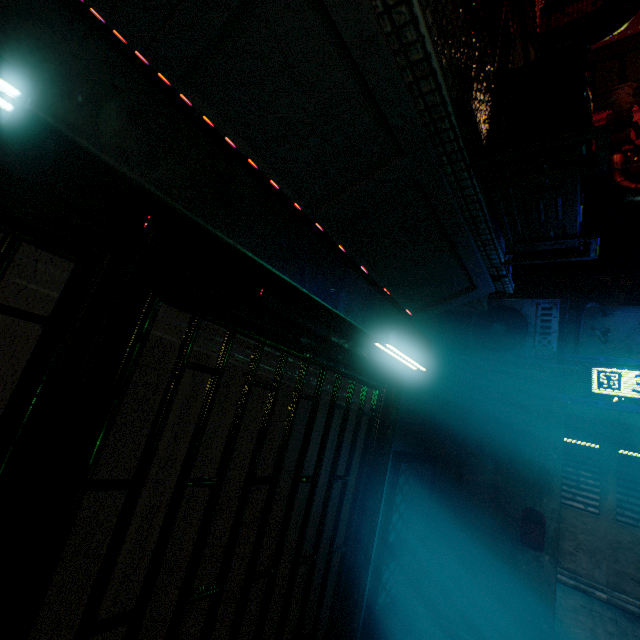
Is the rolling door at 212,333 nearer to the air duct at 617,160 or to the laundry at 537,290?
the laundry at 537,290

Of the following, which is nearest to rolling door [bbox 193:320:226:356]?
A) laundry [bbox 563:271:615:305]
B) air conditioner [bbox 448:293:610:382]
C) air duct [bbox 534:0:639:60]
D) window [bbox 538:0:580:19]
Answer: air conditioner [bbox 448:293:610:382]

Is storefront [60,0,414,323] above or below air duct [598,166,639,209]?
below

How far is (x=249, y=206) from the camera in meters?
1.2

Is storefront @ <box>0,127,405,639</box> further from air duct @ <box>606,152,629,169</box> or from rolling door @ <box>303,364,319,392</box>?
air duct @ <box>606,152,629,169</box>

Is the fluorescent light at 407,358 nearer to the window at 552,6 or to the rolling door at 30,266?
the rolling door at 30,266

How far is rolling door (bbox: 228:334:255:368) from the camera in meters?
1.6 m

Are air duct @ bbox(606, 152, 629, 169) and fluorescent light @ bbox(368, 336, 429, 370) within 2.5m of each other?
no
